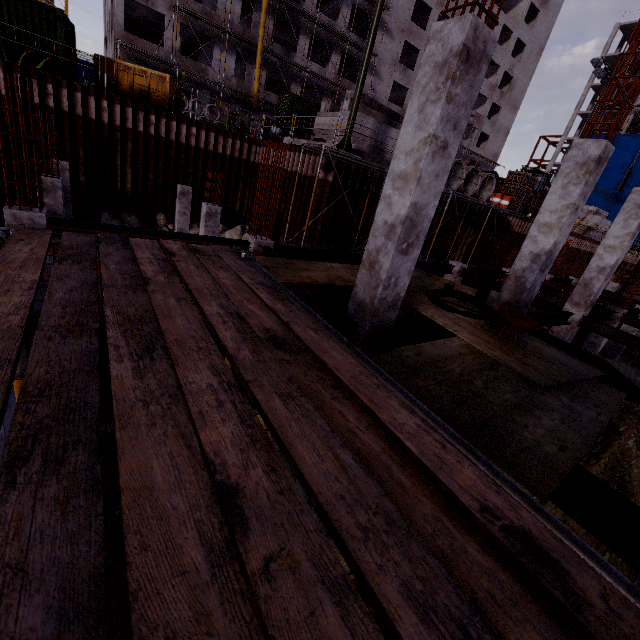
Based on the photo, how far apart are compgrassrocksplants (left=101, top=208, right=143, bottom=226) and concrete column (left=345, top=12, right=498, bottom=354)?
15.56m

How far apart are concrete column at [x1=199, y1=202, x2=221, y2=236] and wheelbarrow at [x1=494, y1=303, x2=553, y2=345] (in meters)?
10.57

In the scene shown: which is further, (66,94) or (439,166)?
(66,94)

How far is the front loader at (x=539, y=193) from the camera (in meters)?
28.79

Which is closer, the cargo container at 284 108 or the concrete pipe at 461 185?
the concrete pipe at 461 185

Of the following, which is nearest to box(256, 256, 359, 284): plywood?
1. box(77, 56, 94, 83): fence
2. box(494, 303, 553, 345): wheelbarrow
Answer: box(494, 303, 553, 345): wheelbarrow

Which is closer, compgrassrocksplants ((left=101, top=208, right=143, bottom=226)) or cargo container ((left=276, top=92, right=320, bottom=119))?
compgrassrocksplants ((left=101, top=208, right=143, bottom=226))

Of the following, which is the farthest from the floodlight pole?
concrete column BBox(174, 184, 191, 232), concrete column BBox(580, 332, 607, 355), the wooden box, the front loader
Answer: the front loader
